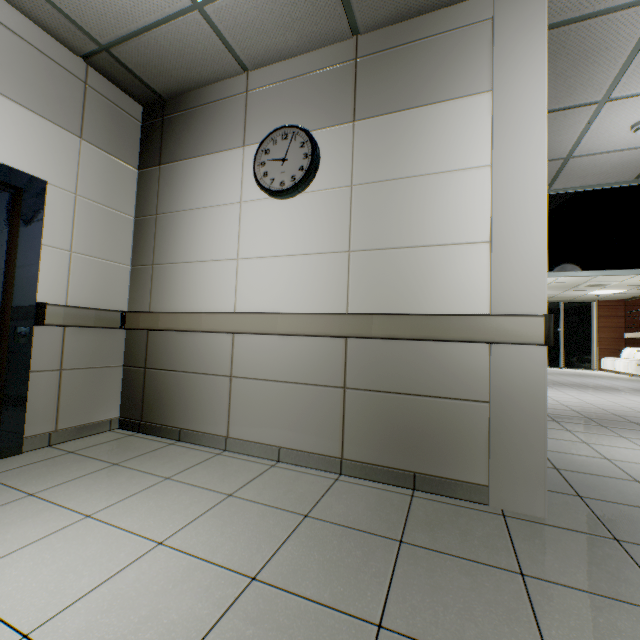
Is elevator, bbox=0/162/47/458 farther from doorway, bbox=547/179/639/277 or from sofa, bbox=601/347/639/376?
sofa, bbox=601/347/639/376

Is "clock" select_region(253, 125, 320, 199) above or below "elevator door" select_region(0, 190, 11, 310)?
above

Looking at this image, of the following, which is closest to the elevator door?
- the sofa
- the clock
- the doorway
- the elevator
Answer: the elevator

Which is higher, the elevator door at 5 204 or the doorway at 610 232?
the doorway at 610 232

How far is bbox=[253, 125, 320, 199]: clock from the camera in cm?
248

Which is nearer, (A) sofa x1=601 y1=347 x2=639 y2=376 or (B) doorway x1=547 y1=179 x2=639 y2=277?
(B) doorway x1=547 y1=179 x2=639 y2=277

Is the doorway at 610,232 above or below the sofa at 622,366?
above

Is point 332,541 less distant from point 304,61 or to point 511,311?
point 511,311
